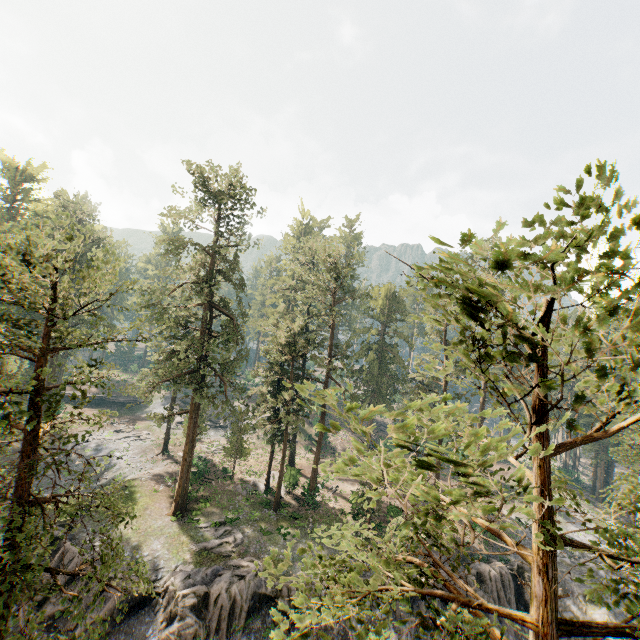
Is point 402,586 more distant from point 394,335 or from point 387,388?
point 387,388

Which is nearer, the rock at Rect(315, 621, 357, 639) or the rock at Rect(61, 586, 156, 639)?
the rock at Rect(61, 586, 156, 639)

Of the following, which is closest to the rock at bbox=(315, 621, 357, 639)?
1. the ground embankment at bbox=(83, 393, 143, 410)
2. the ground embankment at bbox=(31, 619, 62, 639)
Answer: the ground embankment at bbox=(31, 619, 62, 639)

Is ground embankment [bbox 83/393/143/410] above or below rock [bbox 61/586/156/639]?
above

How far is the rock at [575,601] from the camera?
26.6 meters

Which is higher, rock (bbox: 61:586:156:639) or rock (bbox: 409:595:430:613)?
rock (bbox: 409:595:430:613)

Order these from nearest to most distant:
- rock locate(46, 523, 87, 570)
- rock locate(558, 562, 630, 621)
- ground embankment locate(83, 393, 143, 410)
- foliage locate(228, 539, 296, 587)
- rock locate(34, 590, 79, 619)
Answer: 1. foliage locate(228, 539, 296, 587)
2. rock locate(34, 590, 79, 619)
3. rock locate(46, 523, 87, 570)
4. rock locate(558, 562, 630, 621)
5. ground embankment locate(83, 393, 143, 410)
